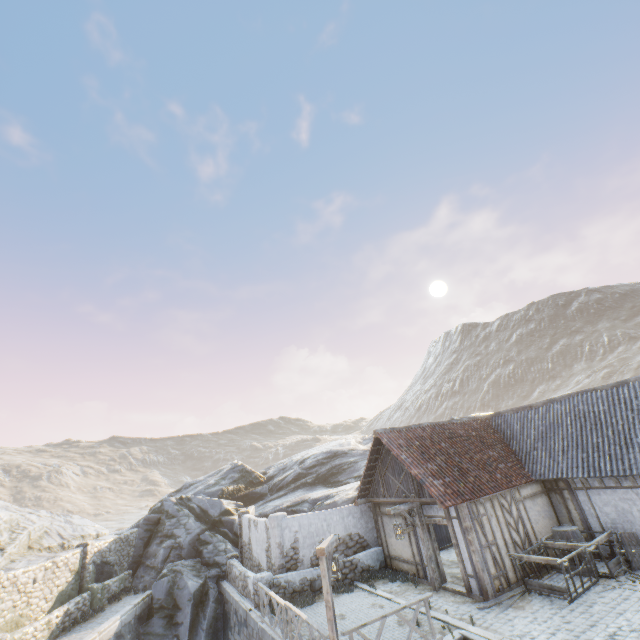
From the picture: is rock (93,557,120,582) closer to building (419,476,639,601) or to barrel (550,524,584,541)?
building (419,476,639,601)

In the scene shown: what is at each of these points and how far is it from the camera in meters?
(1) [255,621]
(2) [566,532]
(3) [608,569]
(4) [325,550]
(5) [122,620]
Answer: (1) stone blocks, 12.4 m
(2) barrel, 12.2 m
(3) wagon, 10.7 m
(4) wooden structure, 8.5 m
(5) stone blocks, 15.2 m

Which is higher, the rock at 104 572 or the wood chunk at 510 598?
the rock at 104 572

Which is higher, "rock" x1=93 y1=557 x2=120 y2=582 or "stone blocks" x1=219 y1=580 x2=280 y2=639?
"rock" x1=93 y1=557 x2=120 y2=582

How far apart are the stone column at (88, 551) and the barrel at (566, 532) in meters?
22.3

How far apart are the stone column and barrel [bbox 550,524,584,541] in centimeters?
2226cm

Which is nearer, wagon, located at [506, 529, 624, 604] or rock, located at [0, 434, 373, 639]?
wagon, located at [506, 529, 624, 604]

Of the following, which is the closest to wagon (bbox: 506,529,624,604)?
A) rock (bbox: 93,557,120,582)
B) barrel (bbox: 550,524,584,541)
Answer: barrel (bbox: 550,524,584,541)
